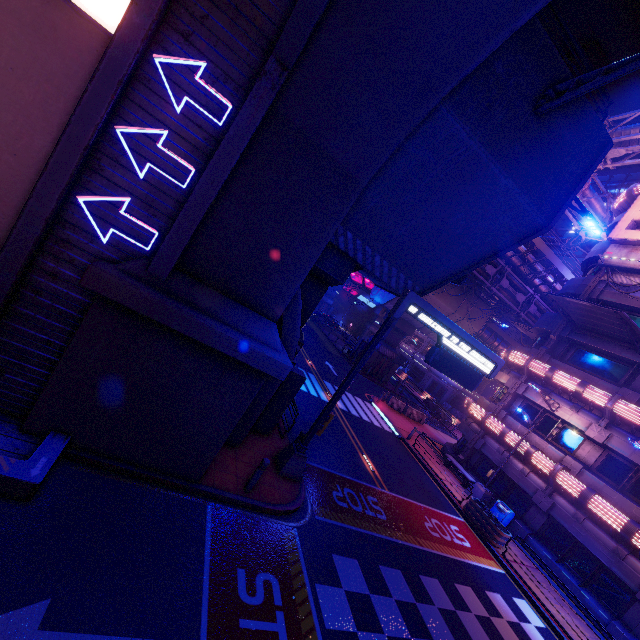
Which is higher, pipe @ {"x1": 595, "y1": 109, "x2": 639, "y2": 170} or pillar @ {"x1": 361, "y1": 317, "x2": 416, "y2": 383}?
pipe @ {"x1": 595, "y1": 109, "x2": 639, "y2": 170}

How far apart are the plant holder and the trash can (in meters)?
1.16

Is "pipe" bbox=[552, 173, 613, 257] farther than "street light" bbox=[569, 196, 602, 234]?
Yes

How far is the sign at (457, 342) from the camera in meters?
10.2

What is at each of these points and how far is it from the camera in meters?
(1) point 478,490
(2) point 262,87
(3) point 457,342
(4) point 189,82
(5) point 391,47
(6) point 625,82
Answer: (1) street light, 19.3
(2) tunnel, 6.0
(3) sign, 11.2
(4) tunnel, 5.9
(5) wall arch, 5.7
(6) building, 59.9

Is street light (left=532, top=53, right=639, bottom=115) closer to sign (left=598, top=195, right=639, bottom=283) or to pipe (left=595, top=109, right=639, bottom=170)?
sign (left=598, top=195, right=639, bottom=283)

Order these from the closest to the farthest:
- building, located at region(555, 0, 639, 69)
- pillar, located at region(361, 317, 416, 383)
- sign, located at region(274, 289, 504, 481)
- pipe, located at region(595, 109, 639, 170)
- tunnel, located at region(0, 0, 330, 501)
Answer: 1. tunnel, located at region(0, 0, 330, 501)
2. sign, located at region(274, 289, 504, 481)
3. pipe, located at region(595, 109, 639, 170)
4. pillar, located at region(361, 317, 416, 383)
5. building, located at region(555, 0, 639, 69)

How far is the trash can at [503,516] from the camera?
17.6 meters
